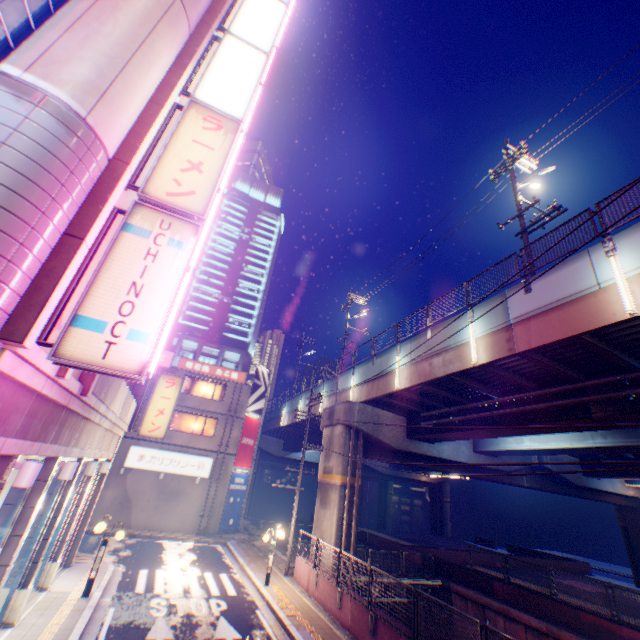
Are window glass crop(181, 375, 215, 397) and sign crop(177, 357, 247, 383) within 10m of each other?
yes

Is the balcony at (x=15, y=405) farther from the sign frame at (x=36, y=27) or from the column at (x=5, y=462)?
the sign frame at (x=36, y=27)

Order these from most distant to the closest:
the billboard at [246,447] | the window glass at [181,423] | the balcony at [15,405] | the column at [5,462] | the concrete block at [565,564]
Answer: the concrete block at [565,564] → the billboard at [246,447] → the window glass at [181,423] → the column at [5,462] → the balcony at [15,405]

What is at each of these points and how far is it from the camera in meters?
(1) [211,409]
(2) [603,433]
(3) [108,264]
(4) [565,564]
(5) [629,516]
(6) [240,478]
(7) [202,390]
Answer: (1) building, 27.5 m
(2) overpass support, 15.4 m
(3) sign, 5.8 m
(4) concrete block, 30.5 m
(5) overpass support, 29.2 m
(6) billboard, 27.6 m
(7) window glass, 28.3 m

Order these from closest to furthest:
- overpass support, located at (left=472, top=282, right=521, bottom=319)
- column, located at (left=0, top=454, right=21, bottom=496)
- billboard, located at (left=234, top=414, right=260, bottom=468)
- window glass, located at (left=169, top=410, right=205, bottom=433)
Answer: column, located at (left=0, top=454, right=21, bottom=496) → overpass support, located at (left=472, top=282, right=521, bottom=319) → window glass, located at (left=169, top=410, right=205, bottom=433) → billboard, located at (left=234, top=414, right=260, bottom=468)

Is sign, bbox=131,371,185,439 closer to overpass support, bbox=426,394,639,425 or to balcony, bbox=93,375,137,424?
balcony, bbox=93,375,137,424

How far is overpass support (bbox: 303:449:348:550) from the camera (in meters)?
17.25

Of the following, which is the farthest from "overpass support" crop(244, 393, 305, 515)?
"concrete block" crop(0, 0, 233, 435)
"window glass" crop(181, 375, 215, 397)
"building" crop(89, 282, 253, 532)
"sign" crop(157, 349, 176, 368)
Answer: "sign" crop(157, 349, 176, 368)
